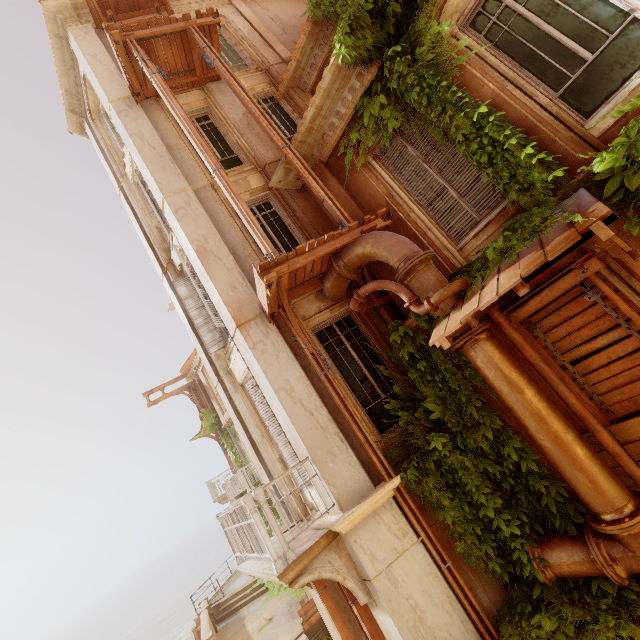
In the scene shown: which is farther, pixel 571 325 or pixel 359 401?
pixel 359 401

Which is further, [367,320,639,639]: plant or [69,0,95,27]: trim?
[69,0,95,27]: trim

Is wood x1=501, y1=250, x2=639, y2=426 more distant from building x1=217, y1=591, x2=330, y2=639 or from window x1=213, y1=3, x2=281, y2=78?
window x1=213, y1=3, x2=281, y2=78

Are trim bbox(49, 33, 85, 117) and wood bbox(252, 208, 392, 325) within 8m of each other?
no

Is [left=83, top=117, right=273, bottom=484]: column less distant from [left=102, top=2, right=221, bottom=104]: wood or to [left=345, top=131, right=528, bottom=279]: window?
[left=102, top=2, right=221, bottom=104]: wood

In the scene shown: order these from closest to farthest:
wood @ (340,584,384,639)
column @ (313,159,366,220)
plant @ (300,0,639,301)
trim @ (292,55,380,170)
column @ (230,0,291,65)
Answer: plant @ (300,0,639,301)
wood @ (340,584,384,639)
trim @ (292,55,380,170)
column @ (313,159,366,220)
column @ (230,0,291,65)

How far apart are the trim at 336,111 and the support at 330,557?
7.0 meters

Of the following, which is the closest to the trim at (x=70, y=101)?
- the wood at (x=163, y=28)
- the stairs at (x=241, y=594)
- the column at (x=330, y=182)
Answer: the wood at (x=163, y=28)
